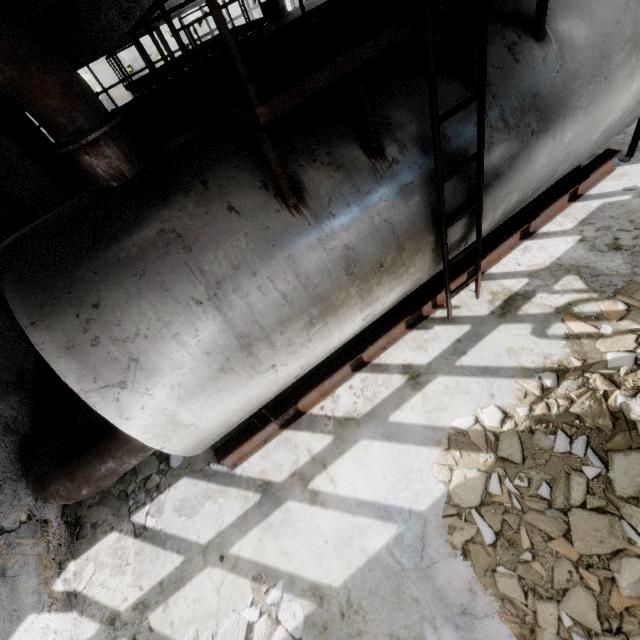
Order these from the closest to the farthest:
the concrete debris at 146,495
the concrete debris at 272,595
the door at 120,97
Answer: the concrete debris at 272,595 → the concrete debris at 146,495 → the door at 120,97

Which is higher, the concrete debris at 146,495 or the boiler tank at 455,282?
the boiler tank at 455,282

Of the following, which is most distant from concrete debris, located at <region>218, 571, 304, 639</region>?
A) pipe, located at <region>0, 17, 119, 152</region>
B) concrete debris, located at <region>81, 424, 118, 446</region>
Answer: pipe, located at <region>0, 17, 119, 152</region>

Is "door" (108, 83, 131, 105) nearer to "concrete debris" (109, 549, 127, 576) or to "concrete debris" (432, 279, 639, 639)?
"concrete debris" (109, 549, 127, 576)

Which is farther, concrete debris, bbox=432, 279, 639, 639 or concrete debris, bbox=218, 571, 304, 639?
concrete debris, bbox=218, 571, 304, 639

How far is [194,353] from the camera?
3.2 meters

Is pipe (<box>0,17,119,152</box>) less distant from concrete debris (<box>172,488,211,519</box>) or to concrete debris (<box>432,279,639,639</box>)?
concrete debris (<box>172,488,211,519</box>)

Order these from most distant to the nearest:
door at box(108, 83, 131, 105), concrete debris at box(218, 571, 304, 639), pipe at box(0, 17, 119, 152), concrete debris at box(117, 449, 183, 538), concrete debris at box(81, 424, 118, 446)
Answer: door at box(108, 83, 131, 105) → concrete debris at box(81, 424, 118, 446) → concrete debris at box(117, 449, 183, 538) → concrete debris at box(218, 571, 304, 639) → pipe at box(0, 17, 119, 152)
